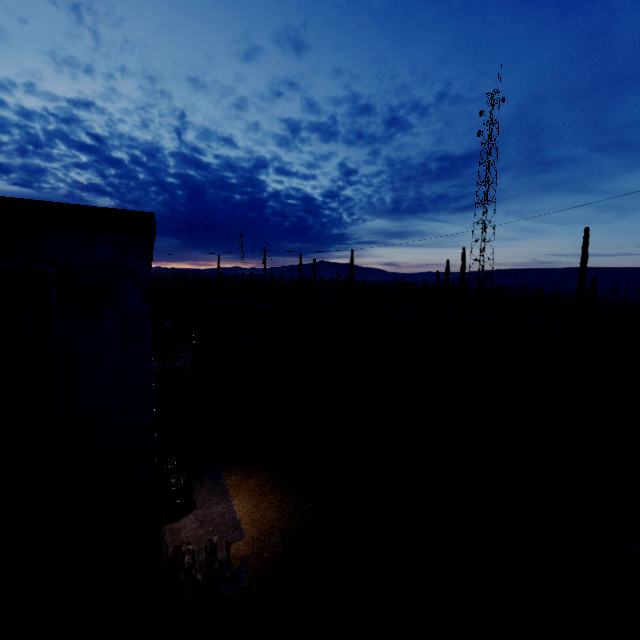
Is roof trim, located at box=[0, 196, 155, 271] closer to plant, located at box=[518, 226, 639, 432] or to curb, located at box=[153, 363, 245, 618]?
curb, located at box=[153, 363, 245, 618]

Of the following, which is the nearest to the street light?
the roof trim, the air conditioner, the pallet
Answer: the roof trim

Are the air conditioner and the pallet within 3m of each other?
no

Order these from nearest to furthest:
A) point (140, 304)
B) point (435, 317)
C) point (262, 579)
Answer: point (140, 304), point (262, 579), point (435, 317)

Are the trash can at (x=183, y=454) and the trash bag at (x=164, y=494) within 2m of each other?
yes

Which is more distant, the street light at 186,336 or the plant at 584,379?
the plant at 584,379

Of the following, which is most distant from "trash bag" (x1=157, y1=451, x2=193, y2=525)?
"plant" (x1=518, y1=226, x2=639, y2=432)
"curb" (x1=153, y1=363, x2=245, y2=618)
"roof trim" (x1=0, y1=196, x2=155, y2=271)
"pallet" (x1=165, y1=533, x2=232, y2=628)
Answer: "plant" (x1=518, y1=226, x2=639, y2=432)

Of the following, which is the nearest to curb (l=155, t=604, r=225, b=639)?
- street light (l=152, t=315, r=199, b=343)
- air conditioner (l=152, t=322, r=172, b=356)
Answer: air conditioner (l=152, t=322, r=172, b=356)
